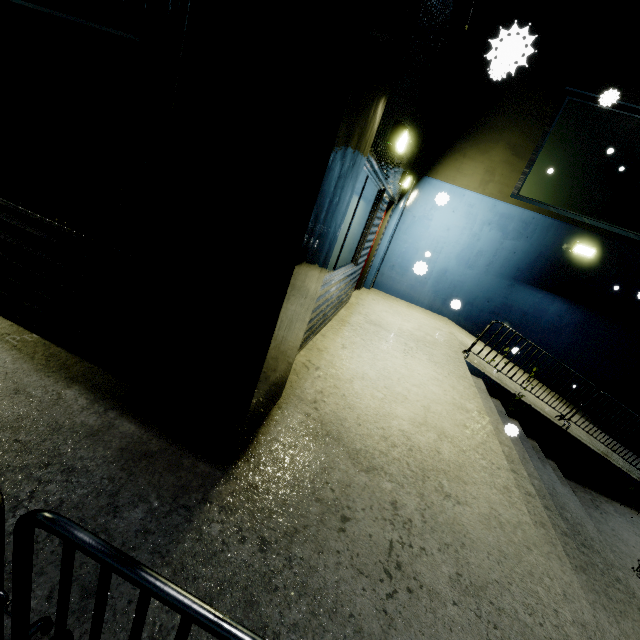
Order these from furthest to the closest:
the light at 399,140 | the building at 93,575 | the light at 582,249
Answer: the light at 582,249
the light at 399,140
the building at 93,575

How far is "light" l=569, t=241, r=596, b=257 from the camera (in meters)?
8.05

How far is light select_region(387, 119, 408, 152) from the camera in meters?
4.0 m

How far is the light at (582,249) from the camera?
8.1m

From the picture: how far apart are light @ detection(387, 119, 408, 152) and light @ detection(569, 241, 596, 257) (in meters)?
6.50

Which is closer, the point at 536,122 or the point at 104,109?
the point at 104,109

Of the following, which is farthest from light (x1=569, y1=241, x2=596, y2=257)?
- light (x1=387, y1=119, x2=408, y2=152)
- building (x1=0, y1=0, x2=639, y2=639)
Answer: light (x1=387, y1=119, x2=408, y2=152)
